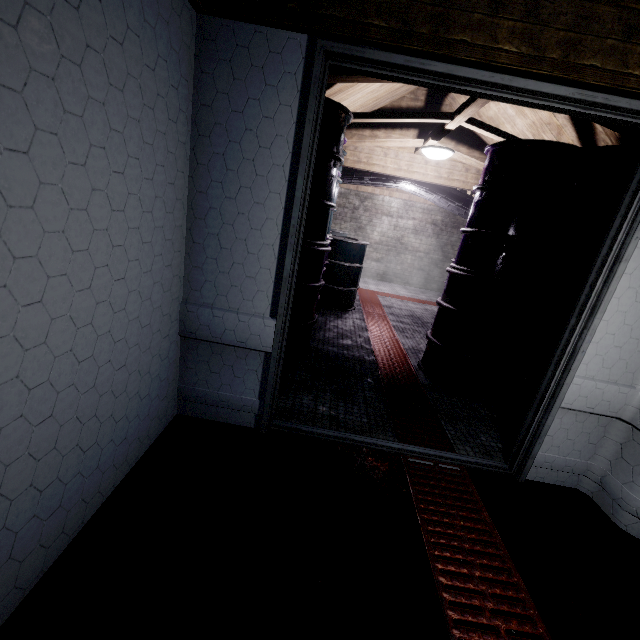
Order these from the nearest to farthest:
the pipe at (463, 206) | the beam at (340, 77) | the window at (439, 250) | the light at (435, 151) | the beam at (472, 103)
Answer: the beam at (340, 77) → the beam at (472, 103) → the light at (435, 151) → the pipe at (463, 206) → the window at (439, 250)

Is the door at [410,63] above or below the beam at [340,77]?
below

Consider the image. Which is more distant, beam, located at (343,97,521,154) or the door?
beam, located at (343,97,521,154)

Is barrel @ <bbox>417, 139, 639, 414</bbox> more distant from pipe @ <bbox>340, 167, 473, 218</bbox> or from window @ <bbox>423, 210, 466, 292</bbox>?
window @ <bbox>423, 210, 466, 292</bbox>

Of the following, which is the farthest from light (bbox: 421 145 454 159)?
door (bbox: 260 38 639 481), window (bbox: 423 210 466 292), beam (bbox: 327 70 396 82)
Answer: window (bbox: 423 210 466 292)

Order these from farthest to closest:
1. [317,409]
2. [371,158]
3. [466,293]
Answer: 1. [371,158]
2. [466,293]
3. [317,409]

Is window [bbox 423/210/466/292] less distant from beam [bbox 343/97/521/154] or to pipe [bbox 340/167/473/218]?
pipe [bbox 340/167/473/218]

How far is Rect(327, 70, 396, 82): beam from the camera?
2.05m
